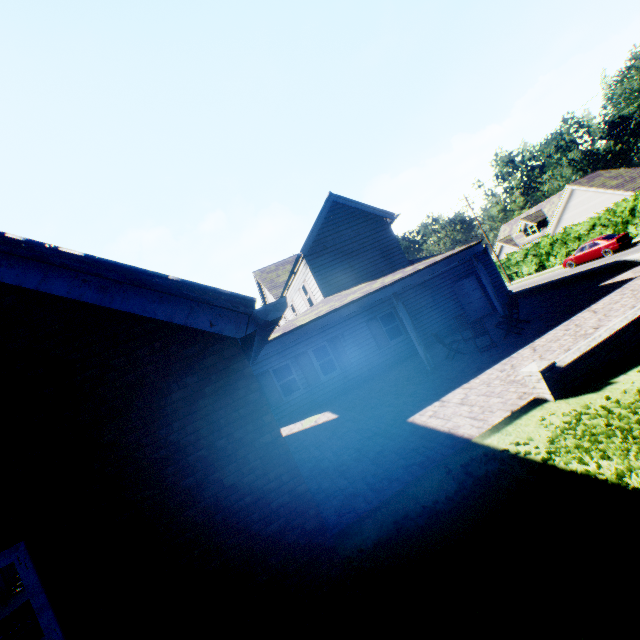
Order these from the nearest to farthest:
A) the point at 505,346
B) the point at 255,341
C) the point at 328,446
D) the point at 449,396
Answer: the point at 255,341, the point at 449,396, the point at 328,446, the point at 505,346

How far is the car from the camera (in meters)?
24.86

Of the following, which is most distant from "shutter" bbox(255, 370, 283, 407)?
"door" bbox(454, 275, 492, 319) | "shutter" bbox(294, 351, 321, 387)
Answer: "door" bbox(454, 275, 492, 319)

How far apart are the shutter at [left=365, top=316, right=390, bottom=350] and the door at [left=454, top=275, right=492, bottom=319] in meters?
5.0 m

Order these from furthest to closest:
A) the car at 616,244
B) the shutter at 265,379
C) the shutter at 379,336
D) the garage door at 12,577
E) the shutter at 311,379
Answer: the car at 616,244 → the shutter at 379,336 → the shutter at 311,379 → the shutter at 265,379 → the garage door at 12,577

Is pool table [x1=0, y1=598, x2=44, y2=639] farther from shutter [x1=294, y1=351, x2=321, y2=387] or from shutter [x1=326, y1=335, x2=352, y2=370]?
shutter [x1=326, y1=335, x2=352, y2=370]

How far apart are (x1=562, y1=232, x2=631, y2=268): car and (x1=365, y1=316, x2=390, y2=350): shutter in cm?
2224

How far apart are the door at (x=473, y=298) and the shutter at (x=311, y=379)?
9.0 meters
